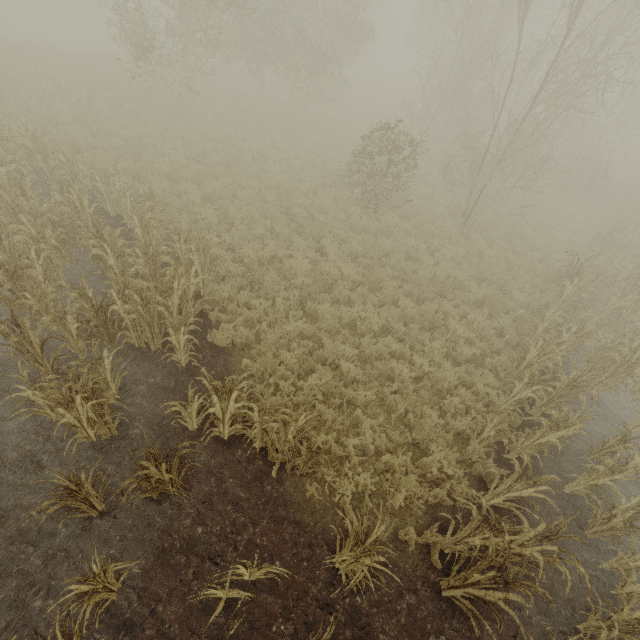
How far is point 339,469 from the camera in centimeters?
578cm
